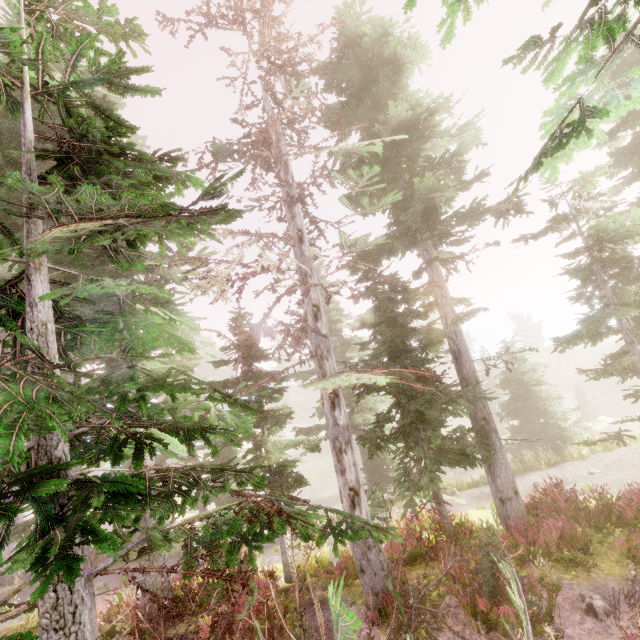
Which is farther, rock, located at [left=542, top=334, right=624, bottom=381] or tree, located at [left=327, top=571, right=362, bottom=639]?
rock, located at [left=542, top=334, right=624, bottom=381]

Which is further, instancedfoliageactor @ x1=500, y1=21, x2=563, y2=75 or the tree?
instancedfoliageactor @ x1=500, y1=21, x2=563, y2=75

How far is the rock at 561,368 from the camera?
48.9 meters

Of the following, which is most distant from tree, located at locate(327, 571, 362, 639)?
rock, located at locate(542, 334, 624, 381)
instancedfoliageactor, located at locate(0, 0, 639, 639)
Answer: rock, located at locate(542, 334, 624, 381)

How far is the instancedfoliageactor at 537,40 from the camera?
4.0 meters

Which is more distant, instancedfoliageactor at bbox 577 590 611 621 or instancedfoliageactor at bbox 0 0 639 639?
instancedfoliageactor at bbox 577 590 611 621

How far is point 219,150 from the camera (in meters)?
9.65

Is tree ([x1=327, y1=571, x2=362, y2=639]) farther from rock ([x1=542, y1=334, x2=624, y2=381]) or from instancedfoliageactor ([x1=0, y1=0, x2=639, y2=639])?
rock ([x1=542, y1=334, x2=624, y2=381])
